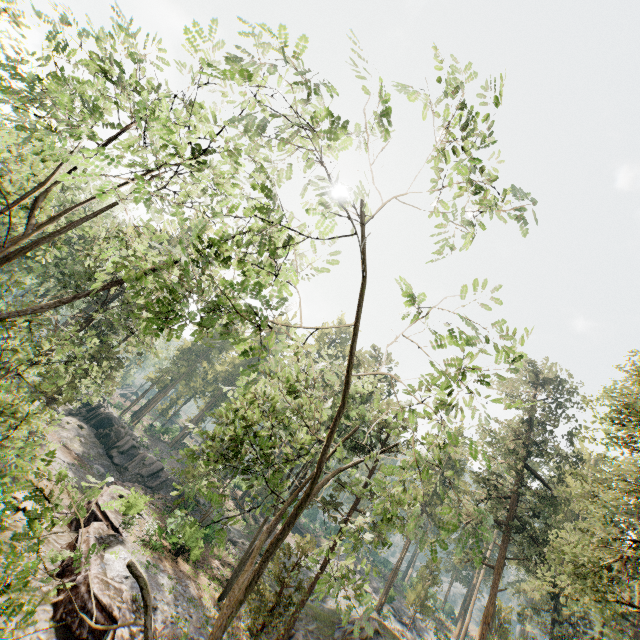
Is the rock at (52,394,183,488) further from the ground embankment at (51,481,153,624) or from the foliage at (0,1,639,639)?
the foliage at (0,1,639,639)

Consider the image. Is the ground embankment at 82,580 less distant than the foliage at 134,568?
No

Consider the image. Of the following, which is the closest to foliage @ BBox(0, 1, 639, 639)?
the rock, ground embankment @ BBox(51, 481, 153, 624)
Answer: ground embankment @ BBox(51, 481, 153, 624)

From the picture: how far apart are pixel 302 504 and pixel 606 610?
13.7 meters

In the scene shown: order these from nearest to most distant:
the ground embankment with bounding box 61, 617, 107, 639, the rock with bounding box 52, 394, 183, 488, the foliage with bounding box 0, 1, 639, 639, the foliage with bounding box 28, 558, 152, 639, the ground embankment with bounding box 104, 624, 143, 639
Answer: the foliage with bounding box 28, 558, 152, 639, the foliage with bounding box 0, 1, 639, 639, the ground embankment with bounding box 104, 624, 143, 639, the ground embankment with bounding box 61, 617, 107, 639, the rock with bounding box 52, 394, 183, 488

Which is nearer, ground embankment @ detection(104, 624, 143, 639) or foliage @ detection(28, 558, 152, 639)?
foliage @ detection(28, 558, 152, 639)

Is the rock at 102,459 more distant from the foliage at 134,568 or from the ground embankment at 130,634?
the foliage at 134,568
